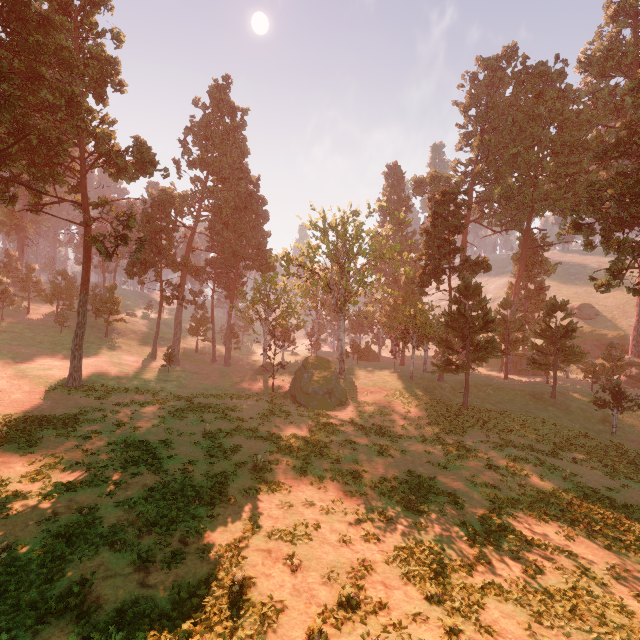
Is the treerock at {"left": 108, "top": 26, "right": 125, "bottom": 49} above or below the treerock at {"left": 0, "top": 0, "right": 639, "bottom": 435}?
above

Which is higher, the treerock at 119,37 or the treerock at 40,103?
the treerock at 119,37

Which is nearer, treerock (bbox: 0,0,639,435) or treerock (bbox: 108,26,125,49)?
treerock (bbox: 0,0,639,435)

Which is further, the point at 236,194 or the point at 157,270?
the point at 236,194

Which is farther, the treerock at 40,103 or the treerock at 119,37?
the treerock at 119,37

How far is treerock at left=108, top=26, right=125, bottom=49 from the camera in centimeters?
2859cm
